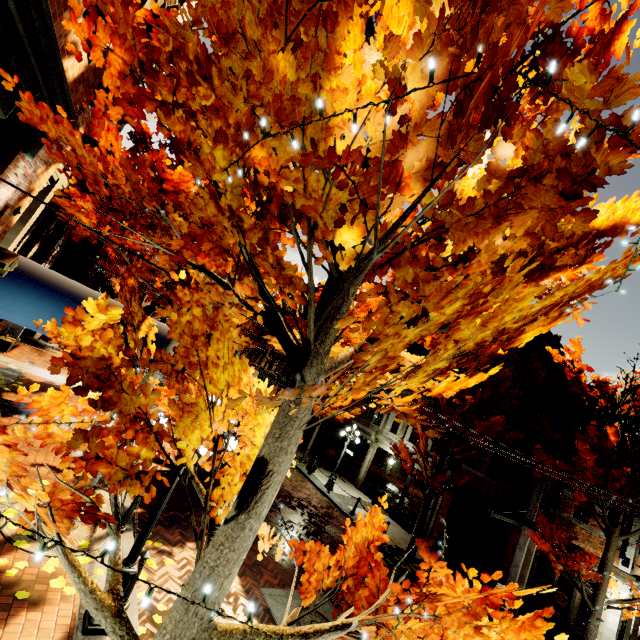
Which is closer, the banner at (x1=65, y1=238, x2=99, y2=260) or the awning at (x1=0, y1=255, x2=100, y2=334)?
the awning at (x1=0, y1=255, x2=100, y2=334)

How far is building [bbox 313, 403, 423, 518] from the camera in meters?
18.2 m

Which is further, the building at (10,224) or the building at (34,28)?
the building at (10,224)

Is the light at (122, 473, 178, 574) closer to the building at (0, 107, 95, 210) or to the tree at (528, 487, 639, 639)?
the tree at (528, 487, 639, 639)

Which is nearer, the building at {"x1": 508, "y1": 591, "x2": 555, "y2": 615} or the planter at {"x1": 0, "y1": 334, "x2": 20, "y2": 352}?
the building at {"x1": 508, "y1": 591, "x2": 555, "y2": 615}

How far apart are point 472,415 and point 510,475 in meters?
5.2

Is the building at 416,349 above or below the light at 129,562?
above
